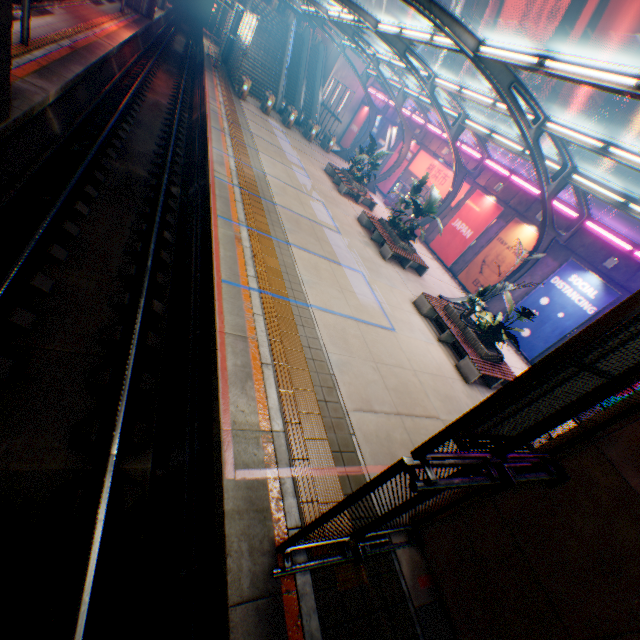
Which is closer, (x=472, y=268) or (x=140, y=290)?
(x=140, y=290)

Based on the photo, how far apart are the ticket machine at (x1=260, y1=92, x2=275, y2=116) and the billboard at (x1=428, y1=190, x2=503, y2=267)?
16.1 meters

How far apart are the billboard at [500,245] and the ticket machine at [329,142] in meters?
16.6

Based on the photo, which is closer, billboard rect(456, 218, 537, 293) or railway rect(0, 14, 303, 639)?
railway rect(0, 14, 303, 639)

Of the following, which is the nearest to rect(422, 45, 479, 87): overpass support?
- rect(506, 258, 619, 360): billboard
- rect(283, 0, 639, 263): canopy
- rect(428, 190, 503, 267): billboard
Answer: rect(283, 0, 639, 263): canopy

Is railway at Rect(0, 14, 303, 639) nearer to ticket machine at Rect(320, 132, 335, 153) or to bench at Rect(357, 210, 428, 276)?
bench at Rect(357, 210, 428, 276)

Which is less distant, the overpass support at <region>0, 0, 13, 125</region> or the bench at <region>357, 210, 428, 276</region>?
the overpass support at <region>0, 0, 13, 125</region>

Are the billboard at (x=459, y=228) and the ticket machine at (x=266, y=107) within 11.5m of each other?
no
